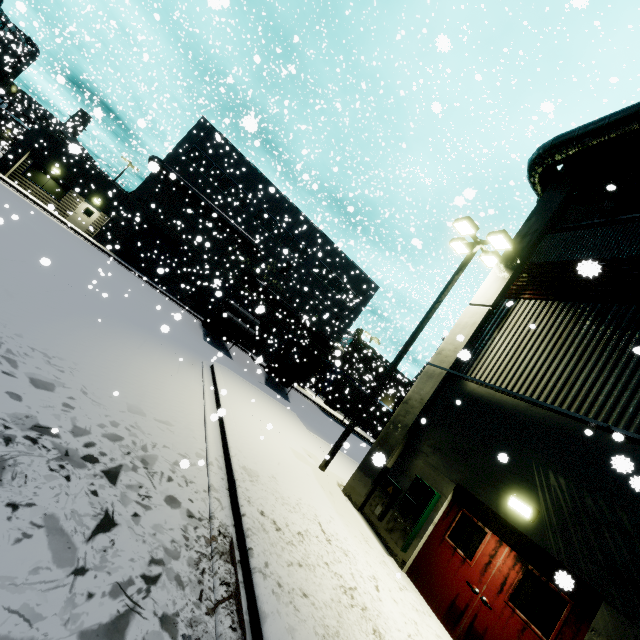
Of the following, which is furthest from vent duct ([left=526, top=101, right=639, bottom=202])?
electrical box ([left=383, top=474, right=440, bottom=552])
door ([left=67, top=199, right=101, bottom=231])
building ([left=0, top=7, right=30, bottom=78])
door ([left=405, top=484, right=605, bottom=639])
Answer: door ([left=67, top=199, right=101, bottom=231])

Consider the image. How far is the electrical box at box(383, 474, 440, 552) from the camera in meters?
7.6

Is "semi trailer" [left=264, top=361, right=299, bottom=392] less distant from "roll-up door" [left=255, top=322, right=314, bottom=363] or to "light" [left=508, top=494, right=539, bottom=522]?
"roll-up door" [left=255, top=322, right=314, bottom=363]

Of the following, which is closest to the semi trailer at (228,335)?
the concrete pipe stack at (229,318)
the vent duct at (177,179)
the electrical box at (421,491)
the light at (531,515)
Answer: the concrete pipe stack at (229,318)

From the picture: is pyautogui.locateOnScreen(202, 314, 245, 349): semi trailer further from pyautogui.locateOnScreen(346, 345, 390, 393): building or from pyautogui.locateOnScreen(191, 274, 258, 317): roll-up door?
pyautogui.locateOnScreen(191, 274, 258, 317): roll-up door

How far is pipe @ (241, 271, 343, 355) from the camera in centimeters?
3178cm

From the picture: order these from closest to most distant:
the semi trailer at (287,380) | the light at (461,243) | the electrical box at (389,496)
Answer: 1. the electrical box at (389,496)
2. the light at (461,243)
3. the semi trailer at (287,380)

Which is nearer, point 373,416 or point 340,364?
point 340,364
